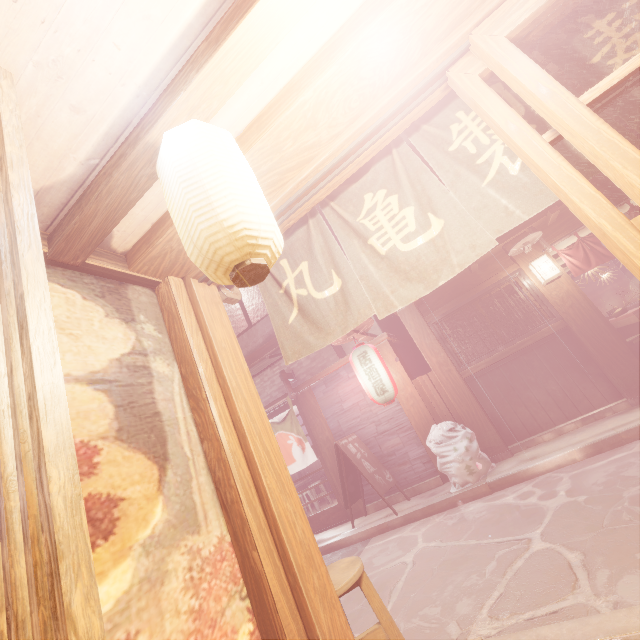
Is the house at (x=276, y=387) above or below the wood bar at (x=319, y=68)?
above

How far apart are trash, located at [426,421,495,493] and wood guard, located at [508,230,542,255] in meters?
5.7 m

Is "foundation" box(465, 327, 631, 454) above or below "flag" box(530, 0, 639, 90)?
below

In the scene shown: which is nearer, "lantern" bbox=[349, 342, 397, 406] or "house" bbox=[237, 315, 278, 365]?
"lantern" bbox=[349, 342, 397, 406]

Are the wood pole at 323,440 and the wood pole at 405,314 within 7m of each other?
yes

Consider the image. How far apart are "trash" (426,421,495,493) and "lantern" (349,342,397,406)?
1.5 meters

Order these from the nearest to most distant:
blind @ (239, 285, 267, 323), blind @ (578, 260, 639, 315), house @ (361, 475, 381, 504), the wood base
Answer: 1. the wood base
2. house @ (361, 475, 381, 504)
3. blind @ (239, 285, 267, 323)
4. blind @ (578, 260, 639, 315)

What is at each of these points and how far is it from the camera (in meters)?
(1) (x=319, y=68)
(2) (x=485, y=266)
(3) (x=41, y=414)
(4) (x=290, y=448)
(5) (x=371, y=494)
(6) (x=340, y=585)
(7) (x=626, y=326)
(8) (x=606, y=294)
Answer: (1) wood bar, 2.65
(2) wood panel, 11.34
(3) wood partition, 1.03
(4) flag, 13.35
(5) house, 11.86
(6) chair, 3.36
(7) table, 13.30
(8) blind, 20.64
